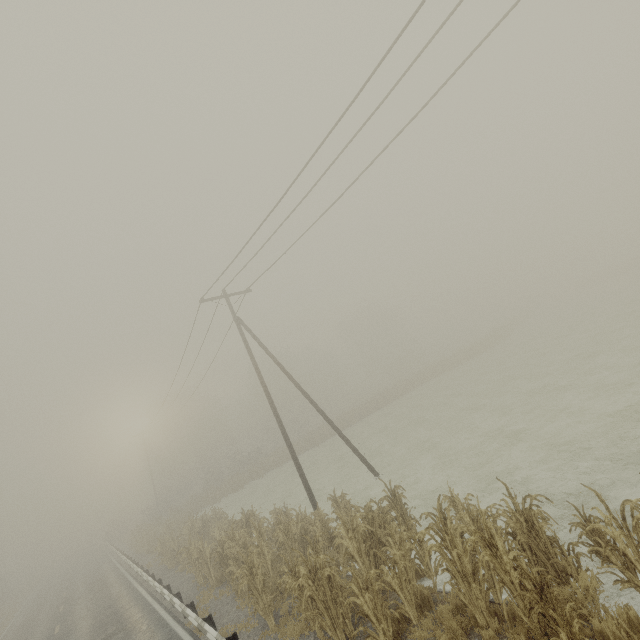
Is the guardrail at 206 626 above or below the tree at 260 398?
below

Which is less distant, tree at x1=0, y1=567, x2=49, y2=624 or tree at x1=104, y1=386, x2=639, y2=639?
tree at x1=104, y1=386, x2=639, y2=639

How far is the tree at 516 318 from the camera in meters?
42.5 m

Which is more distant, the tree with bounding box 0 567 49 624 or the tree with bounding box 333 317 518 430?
the tree with bounding box 333 317 518 430

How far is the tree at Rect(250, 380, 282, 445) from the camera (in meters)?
54.84

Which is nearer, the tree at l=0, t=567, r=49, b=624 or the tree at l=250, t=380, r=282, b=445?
the tree at l=0, t=567, r=49, b=624

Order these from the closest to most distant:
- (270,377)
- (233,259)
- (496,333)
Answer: (233,259) → (496,333) → (270,377)

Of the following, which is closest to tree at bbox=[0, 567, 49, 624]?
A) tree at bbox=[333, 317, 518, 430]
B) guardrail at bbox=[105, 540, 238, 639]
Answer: guardrail at bbox=[105, 540, 238, 639]
